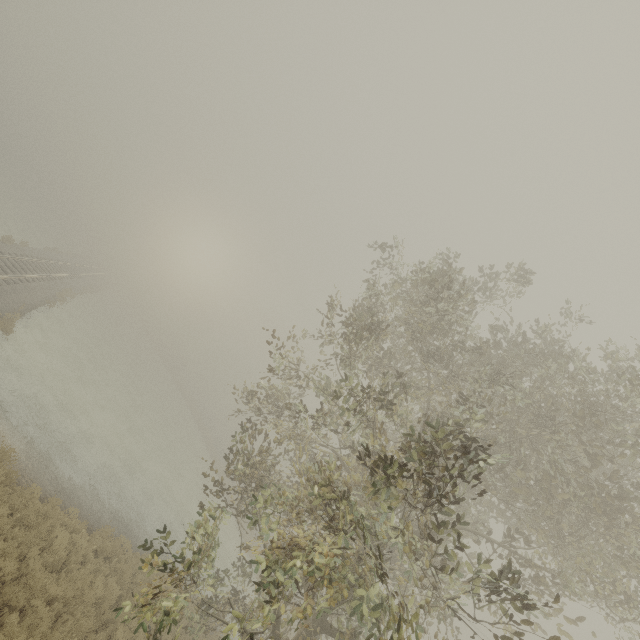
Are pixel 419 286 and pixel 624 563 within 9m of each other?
yes
